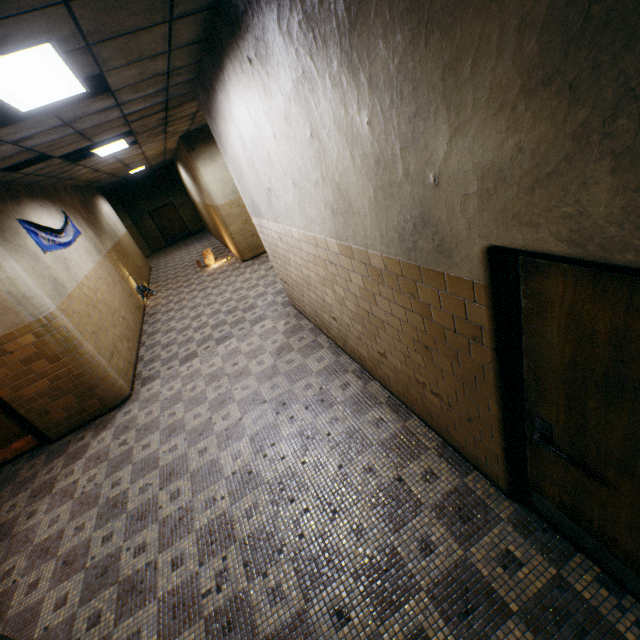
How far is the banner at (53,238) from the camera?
5.7 meters

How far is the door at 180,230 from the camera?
19.7 meters

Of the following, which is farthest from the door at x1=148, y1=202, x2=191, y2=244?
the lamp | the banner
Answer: the lamp

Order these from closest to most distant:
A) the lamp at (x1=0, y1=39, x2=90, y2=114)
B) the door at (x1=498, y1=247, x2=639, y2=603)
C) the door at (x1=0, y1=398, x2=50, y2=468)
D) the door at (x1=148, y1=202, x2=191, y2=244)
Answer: the door at (x1=498, y1=247, x2=639, y2=603) → the lamp at (x1=0, y1=39, x2=90, y2=114) → the door at (x1=0, y1=398, x2=50, y2=468) → the door at (x1=148, y1=202, x2=191, y2=244)

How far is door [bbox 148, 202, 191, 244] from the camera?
19.7 meters

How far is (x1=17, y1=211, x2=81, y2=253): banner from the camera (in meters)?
5.74

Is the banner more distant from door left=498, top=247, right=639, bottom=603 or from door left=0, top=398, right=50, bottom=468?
door left=498, top=247, right=639, bottom=603

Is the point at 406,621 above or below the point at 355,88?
below
